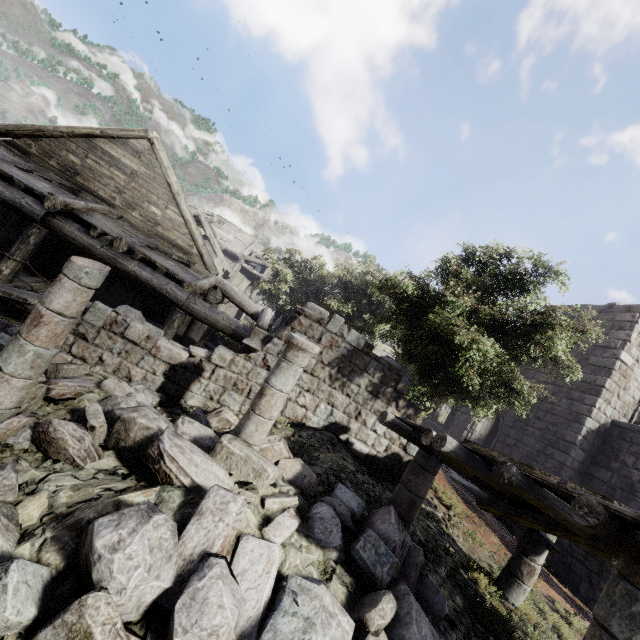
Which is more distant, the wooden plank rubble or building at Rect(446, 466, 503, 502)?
building at Rect(446, 466, 503, 502)

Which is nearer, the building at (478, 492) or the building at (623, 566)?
the building at (623, 566)

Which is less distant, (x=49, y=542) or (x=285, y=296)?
(x=49, y=542)

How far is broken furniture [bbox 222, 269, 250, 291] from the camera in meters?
17.5 m

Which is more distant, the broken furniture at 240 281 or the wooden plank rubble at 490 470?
the broken furniture at 240 281

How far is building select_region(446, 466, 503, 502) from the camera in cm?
1336

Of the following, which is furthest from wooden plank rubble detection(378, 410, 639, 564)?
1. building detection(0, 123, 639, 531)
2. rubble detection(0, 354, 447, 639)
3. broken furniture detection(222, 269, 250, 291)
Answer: broken furniture detection(222, 269, 250, 291)
